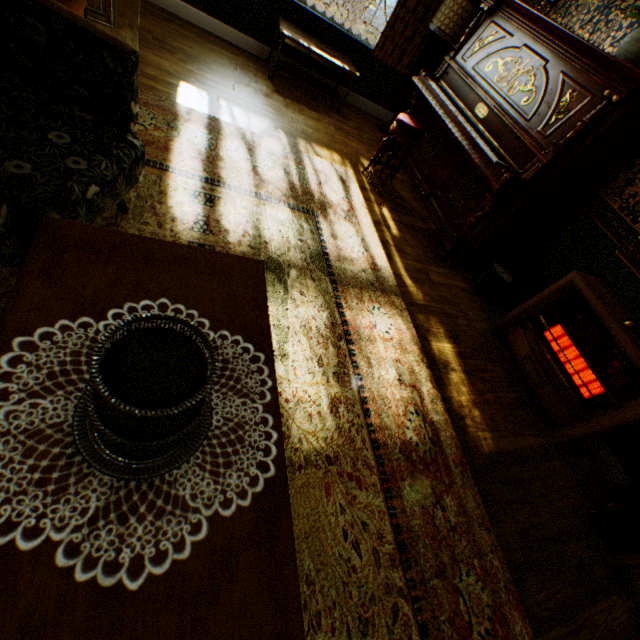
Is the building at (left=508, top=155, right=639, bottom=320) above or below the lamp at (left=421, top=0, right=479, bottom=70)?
below

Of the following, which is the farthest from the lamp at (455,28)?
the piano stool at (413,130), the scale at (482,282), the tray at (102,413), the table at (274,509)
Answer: the tray at (102,413)

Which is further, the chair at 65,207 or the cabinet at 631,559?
the cabinet at 631,559

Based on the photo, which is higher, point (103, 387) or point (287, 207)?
point (103, 387)

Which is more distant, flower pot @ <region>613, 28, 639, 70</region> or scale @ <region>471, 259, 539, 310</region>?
scale @ <region>471, 259, 539, 310</region>

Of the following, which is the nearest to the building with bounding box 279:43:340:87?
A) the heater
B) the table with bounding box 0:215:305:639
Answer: the heater

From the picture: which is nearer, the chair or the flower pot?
the chair

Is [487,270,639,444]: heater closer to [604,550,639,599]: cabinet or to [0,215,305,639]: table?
[604,550,639,599]: cabinet
